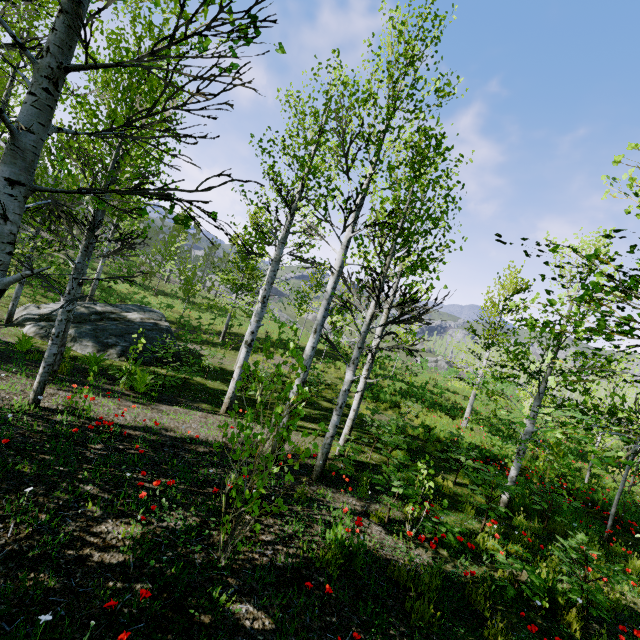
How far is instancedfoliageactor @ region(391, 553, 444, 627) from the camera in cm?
343

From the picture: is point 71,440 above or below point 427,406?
below

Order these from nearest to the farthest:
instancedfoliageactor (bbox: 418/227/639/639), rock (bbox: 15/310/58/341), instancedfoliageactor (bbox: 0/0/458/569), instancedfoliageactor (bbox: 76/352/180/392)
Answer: instancedfoliageactor (bbox: 0/0/458/569) → instancedfoliageactor (bbox: 418/227/639/639) → instancedfoliageactor (bbox: 76/352/180/392) → rock (bbox: 15/310/58/341)

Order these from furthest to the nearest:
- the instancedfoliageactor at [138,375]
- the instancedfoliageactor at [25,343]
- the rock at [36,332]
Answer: the rock at [36,332] → the instancedfoliageactor at [25,343] → the instancedfoliageactor at [138,375]

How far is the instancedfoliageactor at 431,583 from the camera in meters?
3.4 m

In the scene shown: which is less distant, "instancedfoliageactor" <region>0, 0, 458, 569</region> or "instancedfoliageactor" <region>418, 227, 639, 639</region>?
"instancedfoliageactor" <region>0, 0, 458, 569</region>

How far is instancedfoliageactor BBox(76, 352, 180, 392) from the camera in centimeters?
807cm

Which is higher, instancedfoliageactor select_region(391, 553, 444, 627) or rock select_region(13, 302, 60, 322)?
instancedfoliageactor select_region(391, 553, 444, 627)
